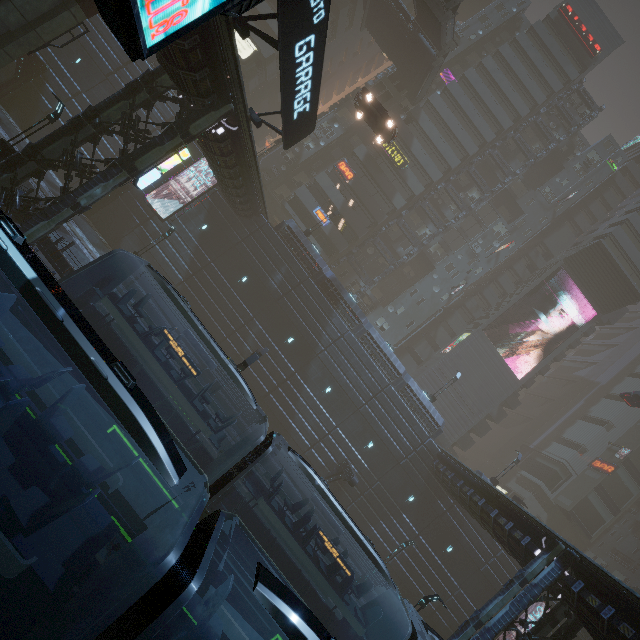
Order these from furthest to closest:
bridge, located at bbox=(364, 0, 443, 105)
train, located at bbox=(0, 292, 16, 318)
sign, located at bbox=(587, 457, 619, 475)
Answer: sign, located at bbox=(587, 457, 619, 475), bridge, located at bbox=(364, 0, 443, 105), train, located at bbox=(0, 292, 16, 318)

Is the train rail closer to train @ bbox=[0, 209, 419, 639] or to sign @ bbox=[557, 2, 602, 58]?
train @ bbox=[0, 209, 419, 639]

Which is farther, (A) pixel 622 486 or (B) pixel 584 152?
(A) pixel 622 486

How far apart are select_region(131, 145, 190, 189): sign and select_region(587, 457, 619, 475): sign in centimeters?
6594cm

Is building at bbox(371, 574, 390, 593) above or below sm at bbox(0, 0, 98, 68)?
below

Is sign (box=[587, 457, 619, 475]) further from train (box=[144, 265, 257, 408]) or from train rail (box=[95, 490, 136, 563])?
train (box=[144, 265, 257, 408])

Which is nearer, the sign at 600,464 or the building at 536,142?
the building at 536,142

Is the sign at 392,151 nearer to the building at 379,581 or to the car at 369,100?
the building at 379,581
